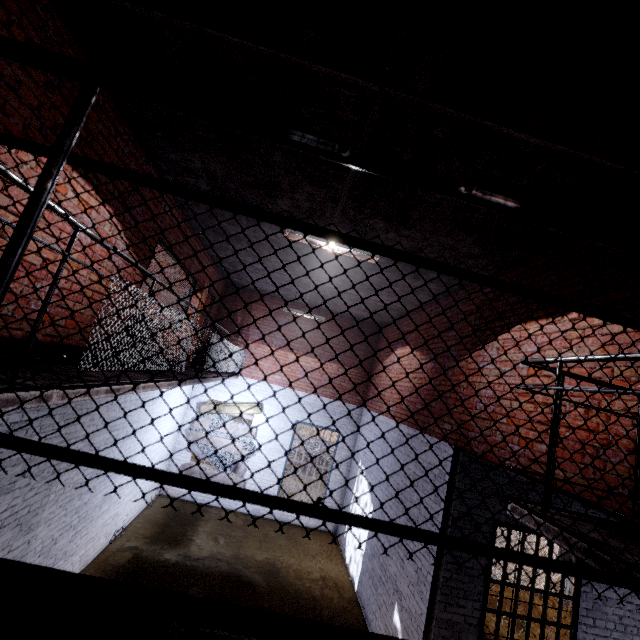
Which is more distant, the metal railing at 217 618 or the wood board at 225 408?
the wood board at 225 408

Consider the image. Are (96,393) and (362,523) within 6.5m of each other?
yes

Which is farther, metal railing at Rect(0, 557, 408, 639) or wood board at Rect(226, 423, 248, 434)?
wood board at Rect(226, 423, 248, 434)

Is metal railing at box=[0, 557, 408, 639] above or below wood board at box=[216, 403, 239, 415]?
above

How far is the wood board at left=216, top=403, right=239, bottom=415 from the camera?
10.5 meters

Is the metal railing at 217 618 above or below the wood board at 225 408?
above
